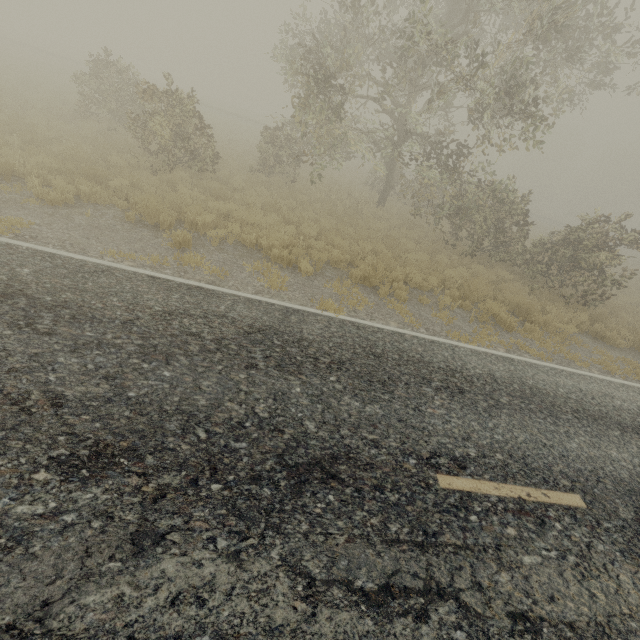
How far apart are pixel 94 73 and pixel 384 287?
17.08m
